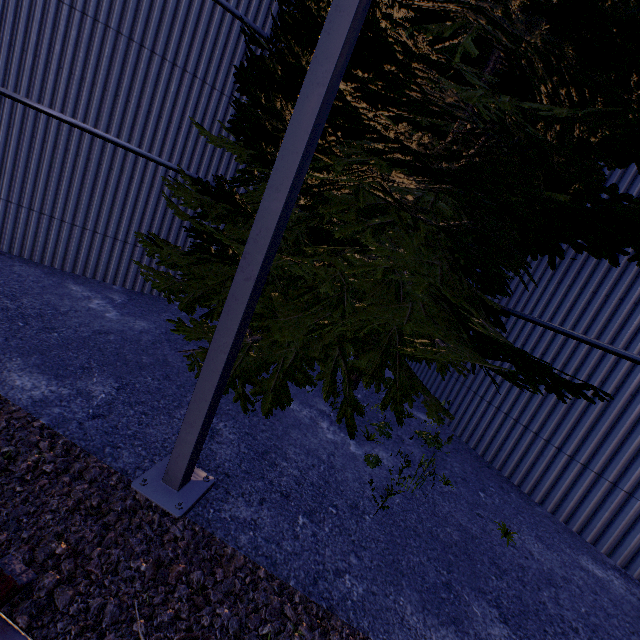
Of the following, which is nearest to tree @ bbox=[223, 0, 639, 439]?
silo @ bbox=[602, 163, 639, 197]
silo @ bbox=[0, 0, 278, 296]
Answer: silo @ bbox=[602, 163, 639, 197]

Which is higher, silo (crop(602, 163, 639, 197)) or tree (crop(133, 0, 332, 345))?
silo (crop(602, 163, 639, 197))

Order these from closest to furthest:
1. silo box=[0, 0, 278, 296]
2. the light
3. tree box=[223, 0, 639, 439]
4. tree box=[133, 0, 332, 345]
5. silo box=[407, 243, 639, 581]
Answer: the light, tree box=[223, 0, 639, 439], tree box=[133, 0, 332, 345], silo box=[407, 243, 639, 581], silo box=[0, 0, 278, 296]

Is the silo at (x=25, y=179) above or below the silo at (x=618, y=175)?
below

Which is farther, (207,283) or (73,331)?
(207,283)

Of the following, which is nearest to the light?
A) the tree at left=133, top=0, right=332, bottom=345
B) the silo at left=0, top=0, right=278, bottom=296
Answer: the tree at left=133, top=0, right=332, bottom=345

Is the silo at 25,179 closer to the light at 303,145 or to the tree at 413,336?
the tree at 413,336

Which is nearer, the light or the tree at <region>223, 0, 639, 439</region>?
the light
